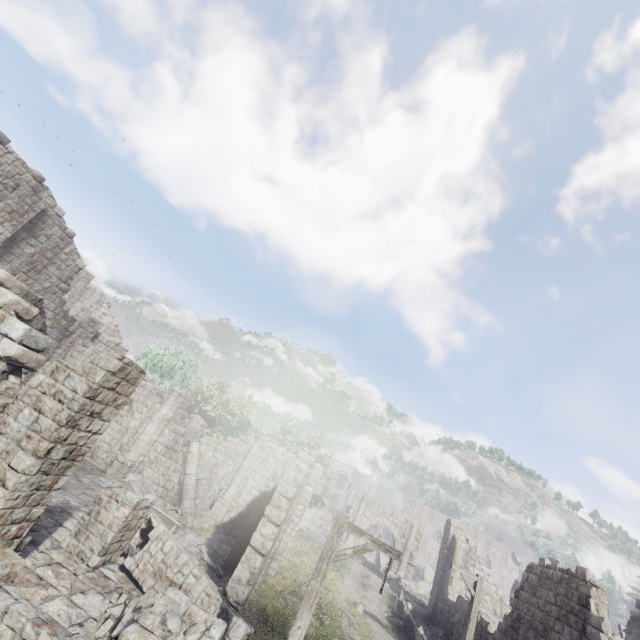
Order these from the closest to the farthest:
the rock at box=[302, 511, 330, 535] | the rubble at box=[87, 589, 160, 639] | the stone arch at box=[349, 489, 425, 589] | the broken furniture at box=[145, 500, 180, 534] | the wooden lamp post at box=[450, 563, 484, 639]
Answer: the rubble at box=[87, 589, 160, 639], the wooden lamp post at box=[450, 563, 484, 639], the broken furniture at box=[145, 500, 180, 534], the stone arch at box=[349, 489, 425, 589], the rock at box=[302, 511, 330, 535]

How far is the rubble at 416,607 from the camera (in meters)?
23.95

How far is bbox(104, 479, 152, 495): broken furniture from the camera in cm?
1597

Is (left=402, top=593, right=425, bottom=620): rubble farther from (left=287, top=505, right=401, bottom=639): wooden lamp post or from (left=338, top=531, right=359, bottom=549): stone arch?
(left=287, top=505, right=401, bottom=639): wooden lamp post

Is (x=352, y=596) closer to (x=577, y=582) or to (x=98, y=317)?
(x=577, y=582)

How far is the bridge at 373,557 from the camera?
38.6 meters

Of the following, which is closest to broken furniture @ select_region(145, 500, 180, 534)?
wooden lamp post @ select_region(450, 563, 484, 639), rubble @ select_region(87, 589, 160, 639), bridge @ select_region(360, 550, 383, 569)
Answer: rubble @ select_region(87, 589, 160, 639)

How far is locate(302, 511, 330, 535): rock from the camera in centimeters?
5466cm
